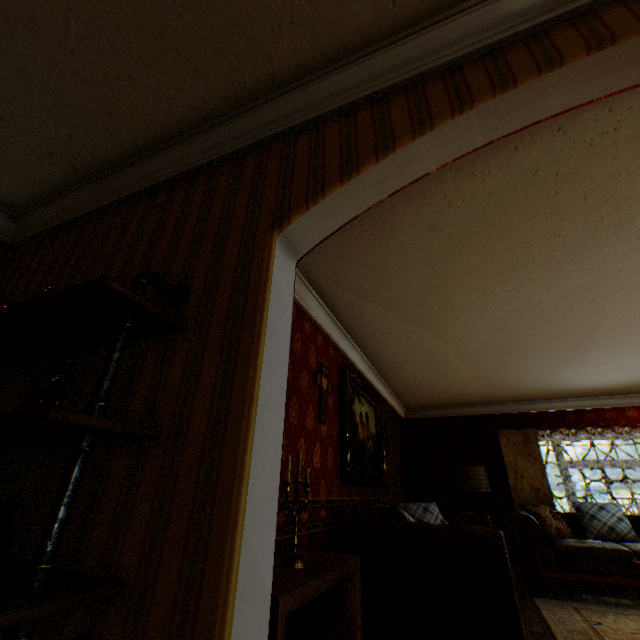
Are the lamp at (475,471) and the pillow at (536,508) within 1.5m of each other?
yes

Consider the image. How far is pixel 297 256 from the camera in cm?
157

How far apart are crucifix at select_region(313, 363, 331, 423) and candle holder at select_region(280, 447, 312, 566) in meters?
1.0

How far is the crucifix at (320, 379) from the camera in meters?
3.3 m

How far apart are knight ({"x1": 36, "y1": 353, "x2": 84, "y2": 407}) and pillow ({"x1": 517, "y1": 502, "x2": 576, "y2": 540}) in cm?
708

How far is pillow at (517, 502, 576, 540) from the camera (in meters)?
5.35

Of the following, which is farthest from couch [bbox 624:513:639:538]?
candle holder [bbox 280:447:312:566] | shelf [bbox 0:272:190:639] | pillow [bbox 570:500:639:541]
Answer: shelf [bbox 0:272:190:639]

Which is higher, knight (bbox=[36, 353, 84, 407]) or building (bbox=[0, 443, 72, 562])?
knight (bbox=[36, 353, 84, 407])
